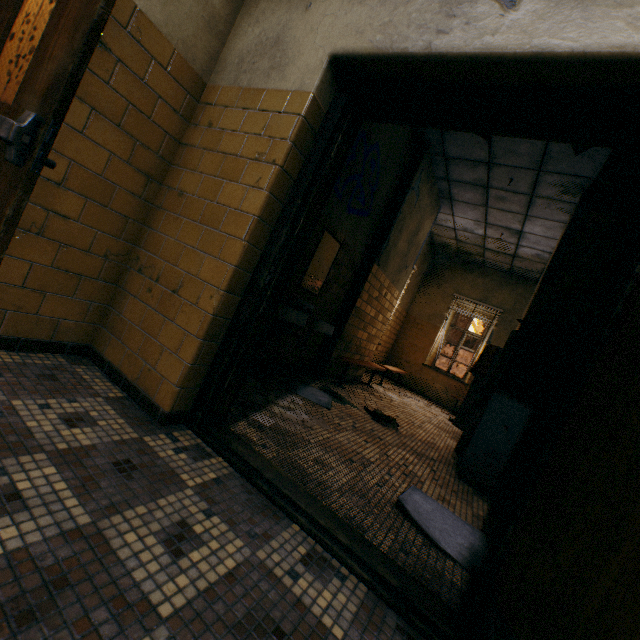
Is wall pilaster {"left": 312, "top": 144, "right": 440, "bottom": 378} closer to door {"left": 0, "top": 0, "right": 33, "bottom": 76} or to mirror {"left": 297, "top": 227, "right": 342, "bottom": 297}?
mirror {"left": 297, "top": 227, "right": 342, "bottom": 297}

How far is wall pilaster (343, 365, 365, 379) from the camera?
6.0 meters

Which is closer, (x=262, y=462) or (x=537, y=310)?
(x=262, y=462)

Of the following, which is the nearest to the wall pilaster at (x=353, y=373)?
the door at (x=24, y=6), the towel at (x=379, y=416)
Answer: the towel at (x=379, y=416)

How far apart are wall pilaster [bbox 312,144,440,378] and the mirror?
0.9m

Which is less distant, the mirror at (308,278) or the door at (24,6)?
the door at (24,6)

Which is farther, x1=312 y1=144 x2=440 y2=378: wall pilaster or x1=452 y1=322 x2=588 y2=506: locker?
x1=312 y1=144 x2=440 y2=378: wall pilaster
